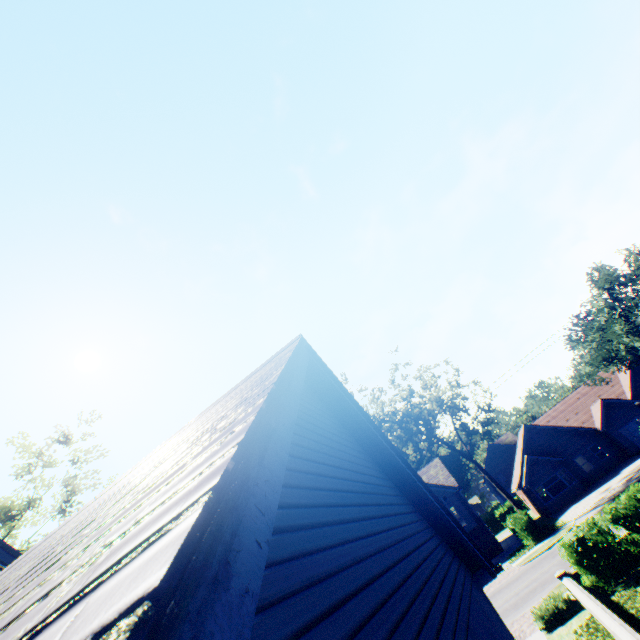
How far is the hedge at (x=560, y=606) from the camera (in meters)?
12.45

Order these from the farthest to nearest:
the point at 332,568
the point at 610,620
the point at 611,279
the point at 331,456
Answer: the point at 611,279 < the point at 610,620 < the point at 331,456 < the point at 332,568

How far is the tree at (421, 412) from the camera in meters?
30.0 m

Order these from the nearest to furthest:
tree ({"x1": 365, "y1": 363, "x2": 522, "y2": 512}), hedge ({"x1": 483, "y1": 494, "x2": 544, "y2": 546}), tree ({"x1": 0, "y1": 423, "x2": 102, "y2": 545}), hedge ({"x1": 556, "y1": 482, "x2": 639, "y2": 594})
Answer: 1. hedge ({"x1": 556, "y1": 482, "x2": 639, "y2": 594})
2. tree ({"x1": 0, "y1": 423, "x2": 102, "y2": 545})
3. hedge ({"x1": 483, "y1": 494, "x2": 544, "y2": 546})
4. tree ({"x1": 365, "y1": 363, "x2": 522, "y2": 512})

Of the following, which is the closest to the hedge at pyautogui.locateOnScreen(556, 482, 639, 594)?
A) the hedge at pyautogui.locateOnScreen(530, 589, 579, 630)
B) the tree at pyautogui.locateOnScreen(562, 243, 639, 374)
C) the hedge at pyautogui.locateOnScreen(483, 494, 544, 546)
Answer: the hedge at pyautogui.locateOnScreen(530, 589, 579, 630)

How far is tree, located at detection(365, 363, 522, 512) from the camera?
30.0 meters

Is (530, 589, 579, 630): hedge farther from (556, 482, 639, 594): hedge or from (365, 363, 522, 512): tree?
Result: (365, 363, 522, 512): tree

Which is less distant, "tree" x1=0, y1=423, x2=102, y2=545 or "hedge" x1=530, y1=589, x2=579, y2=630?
"hedge" x1=530, y1=589, x2=579, y2=630
